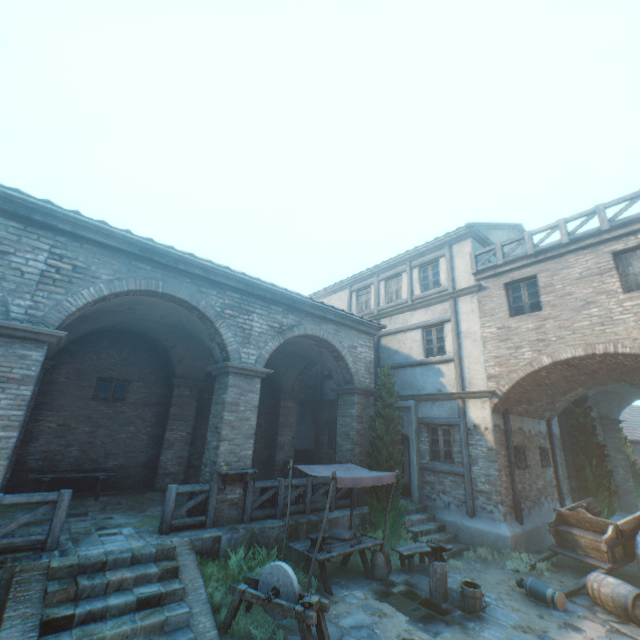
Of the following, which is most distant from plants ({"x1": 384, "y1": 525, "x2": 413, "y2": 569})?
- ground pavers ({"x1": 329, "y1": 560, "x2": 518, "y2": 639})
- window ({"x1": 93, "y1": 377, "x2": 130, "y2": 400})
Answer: window ({"x1": 93, "y1": 377, "x2": 130, "y2": 400})

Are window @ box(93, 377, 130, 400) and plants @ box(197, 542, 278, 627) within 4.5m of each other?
no

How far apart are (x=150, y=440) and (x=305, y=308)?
7.79m

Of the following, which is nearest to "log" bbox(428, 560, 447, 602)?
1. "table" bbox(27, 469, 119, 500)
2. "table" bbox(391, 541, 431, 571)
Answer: "table" bbox(391, 541, 431, 571)

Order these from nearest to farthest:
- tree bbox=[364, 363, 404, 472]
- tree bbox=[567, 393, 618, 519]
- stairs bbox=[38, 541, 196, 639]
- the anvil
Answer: stairs bbox=[38, 541, 196, 639] → the anvil → tree bbox=[364, 363, 404, 472] → tree bbox=[567, 393, 618, 519]

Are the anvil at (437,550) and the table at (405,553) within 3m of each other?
yes

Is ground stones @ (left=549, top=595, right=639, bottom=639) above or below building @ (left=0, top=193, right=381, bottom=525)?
below

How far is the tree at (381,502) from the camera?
10.0 meters
